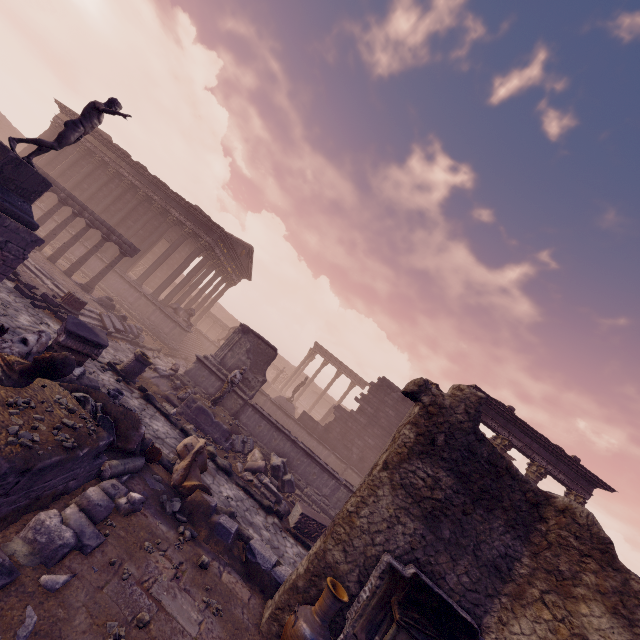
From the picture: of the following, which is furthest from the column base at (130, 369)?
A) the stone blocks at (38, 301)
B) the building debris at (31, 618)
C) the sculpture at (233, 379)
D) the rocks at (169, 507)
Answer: the building debris at (31, 618)

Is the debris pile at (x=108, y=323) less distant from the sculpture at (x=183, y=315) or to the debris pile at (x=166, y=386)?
the debris pile at (x=166, y=386)

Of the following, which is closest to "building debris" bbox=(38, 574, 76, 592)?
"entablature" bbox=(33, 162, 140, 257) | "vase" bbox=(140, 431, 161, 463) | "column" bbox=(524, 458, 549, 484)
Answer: "vase" bbox=(140, 431, 161, 463)

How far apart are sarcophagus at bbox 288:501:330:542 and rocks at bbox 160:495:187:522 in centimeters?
442cm

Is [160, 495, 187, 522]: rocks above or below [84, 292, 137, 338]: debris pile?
below

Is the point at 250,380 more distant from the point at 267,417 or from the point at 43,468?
the point at 43,468

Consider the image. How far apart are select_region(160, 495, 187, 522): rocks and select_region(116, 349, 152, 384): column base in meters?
5.4 m

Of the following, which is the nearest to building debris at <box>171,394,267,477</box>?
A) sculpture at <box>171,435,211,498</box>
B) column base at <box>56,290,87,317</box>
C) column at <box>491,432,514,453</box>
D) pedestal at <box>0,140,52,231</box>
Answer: sculpture at <box>171,435,211,498</box>
